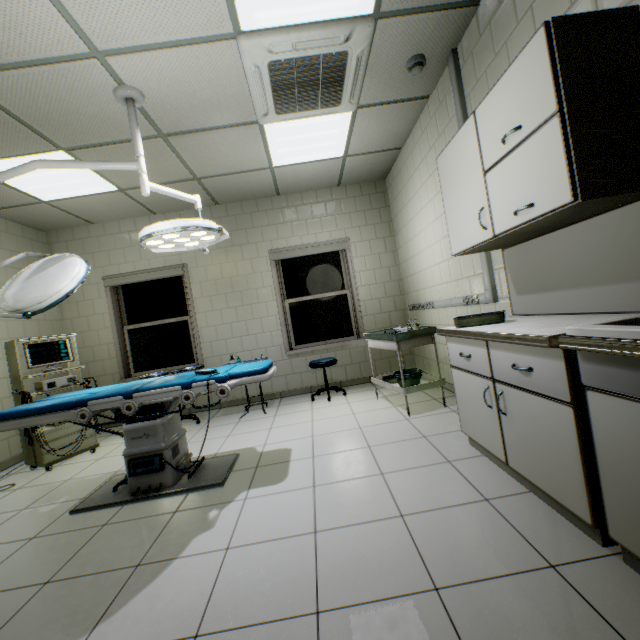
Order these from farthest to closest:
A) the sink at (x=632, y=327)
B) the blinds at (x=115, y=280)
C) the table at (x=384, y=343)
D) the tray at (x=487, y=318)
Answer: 1. the blinds at (x=115, y=280)
2. the table at (x=384, y=343)
3. the tray at (x=487, y=318)
4. the sink at (x=632, y=327)

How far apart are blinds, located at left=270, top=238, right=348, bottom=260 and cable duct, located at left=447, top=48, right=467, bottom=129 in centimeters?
259cm

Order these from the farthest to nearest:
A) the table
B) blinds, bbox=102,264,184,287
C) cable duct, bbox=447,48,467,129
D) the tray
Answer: blinds, bbox=102,264,184,287 → the table → cable duct, bbox=447,48,467,129 → the tray

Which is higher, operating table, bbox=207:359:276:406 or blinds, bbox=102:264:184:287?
blinds, bbox=102:264:184:287

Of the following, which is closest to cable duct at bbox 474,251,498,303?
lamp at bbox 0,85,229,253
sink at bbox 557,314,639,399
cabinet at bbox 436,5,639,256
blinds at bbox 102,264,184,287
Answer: cabinet at bbox 436,5,639,256

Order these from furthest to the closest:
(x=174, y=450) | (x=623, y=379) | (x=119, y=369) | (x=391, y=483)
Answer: (x=119, y=369)
(x=174, y=450)
(x=391, y=483)
(x=623, y=379)

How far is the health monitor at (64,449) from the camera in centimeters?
354cm

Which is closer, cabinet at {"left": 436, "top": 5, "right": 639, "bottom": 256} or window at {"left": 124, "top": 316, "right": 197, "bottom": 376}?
cabinet at {"left": 436, "top": 5, "right": 639, "bottom": 256}
